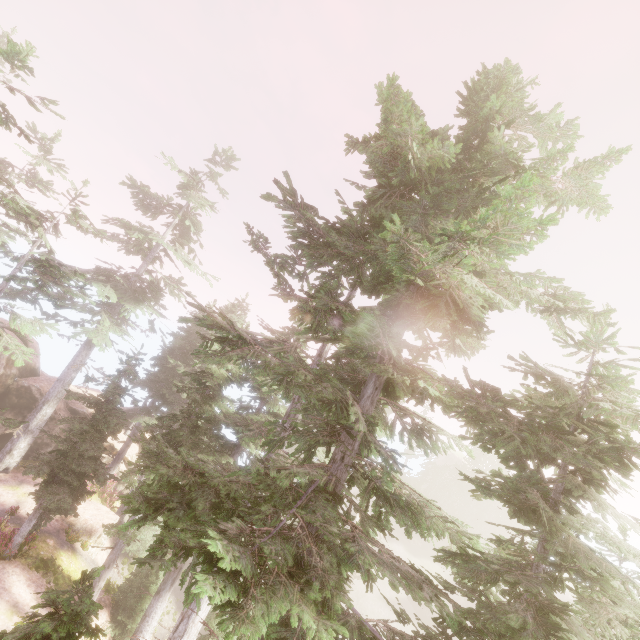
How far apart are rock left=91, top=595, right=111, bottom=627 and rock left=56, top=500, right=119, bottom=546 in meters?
4.1

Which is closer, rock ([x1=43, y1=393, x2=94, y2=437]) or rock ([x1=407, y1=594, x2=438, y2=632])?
rock ([x1=43, y1=393, x2=94, y2=437])

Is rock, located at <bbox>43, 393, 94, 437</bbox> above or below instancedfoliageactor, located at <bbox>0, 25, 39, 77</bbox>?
below

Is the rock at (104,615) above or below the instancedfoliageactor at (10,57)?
below

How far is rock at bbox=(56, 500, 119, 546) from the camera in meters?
19.0 m

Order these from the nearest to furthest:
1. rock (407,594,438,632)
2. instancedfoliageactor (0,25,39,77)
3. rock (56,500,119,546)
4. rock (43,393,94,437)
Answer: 1. instancedfoliageactor (0,25,39,77)
2. rock (56,500,119,546)
3. rock (43,393,94,437)
4. rock (407,594,438,632)

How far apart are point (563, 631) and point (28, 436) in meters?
28.6 m

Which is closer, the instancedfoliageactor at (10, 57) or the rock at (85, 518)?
the instancedfoliageactor at (10, 57)
